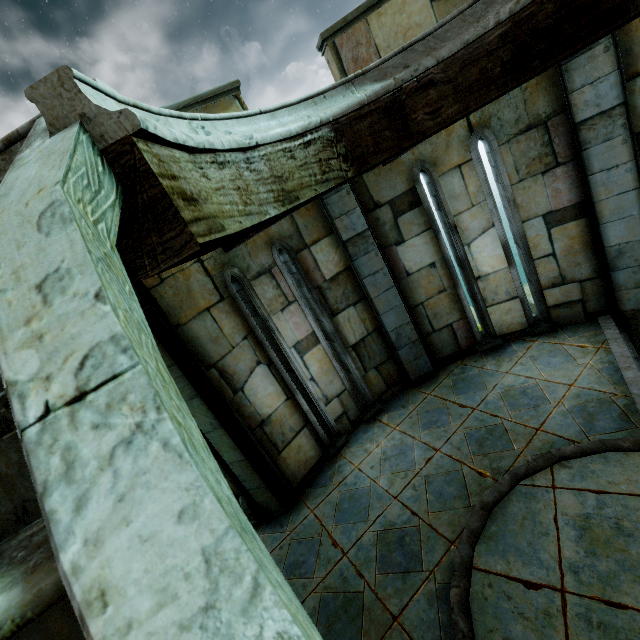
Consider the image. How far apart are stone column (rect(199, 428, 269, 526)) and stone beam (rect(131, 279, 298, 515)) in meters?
0.0 m

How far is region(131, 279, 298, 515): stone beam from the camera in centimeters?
411cm

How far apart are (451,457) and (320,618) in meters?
2.5

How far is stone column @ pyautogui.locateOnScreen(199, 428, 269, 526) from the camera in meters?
4.9

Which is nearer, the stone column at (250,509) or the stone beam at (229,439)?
the stone beam at (229,439)

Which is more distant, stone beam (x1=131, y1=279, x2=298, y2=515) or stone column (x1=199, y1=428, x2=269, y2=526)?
stone column (x1=199, y1=428, x2=269, y2=526)

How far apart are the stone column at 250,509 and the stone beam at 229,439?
0.0 meters
